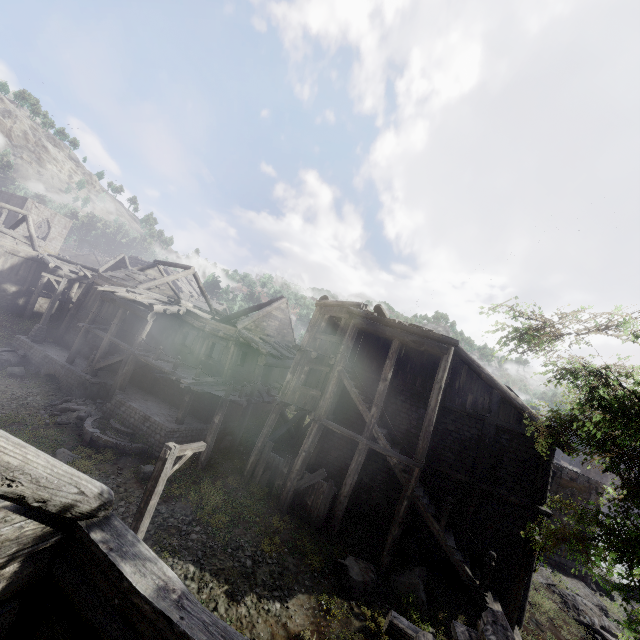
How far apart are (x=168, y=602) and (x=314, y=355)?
12.6 meters

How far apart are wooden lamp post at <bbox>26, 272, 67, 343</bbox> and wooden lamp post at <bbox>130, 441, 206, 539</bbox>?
20.23m

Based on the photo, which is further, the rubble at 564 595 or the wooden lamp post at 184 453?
the rubble at 564 595

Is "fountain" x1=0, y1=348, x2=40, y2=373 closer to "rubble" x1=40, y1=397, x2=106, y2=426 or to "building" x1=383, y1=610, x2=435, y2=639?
"building" x1=383, y1=610, x2=435, y2=639

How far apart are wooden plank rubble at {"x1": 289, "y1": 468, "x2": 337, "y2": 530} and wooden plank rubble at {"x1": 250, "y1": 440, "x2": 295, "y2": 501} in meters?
0.4 m

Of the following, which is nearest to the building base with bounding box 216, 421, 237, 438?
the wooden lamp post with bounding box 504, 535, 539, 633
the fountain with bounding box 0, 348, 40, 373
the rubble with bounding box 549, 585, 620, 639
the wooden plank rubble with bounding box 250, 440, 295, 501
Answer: the fountain with bounding box 0, 348, 40, 373

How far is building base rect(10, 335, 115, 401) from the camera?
18.48m

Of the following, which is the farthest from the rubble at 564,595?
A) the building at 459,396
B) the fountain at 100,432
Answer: the fountain at 100,432
